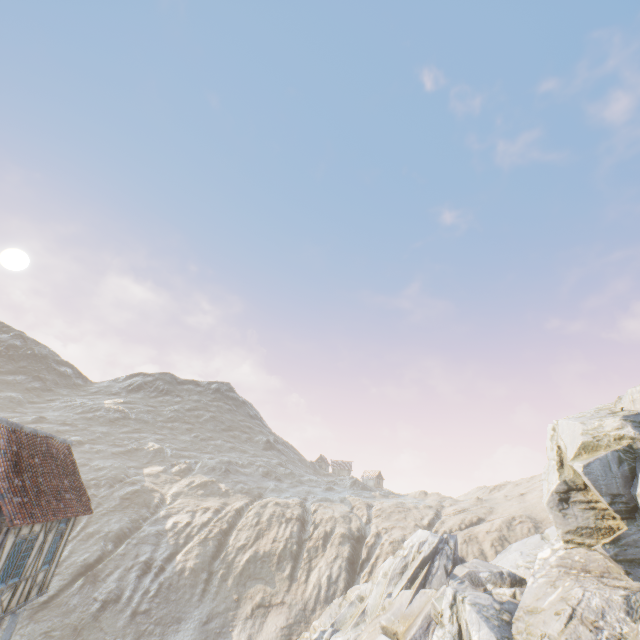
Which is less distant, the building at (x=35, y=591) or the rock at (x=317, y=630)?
the building at (x=35, y=591)

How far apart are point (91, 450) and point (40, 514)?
58.68m

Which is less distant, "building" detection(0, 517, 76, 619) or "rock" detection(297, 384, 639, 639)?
"building" detection(0, 517, 76, 619)
